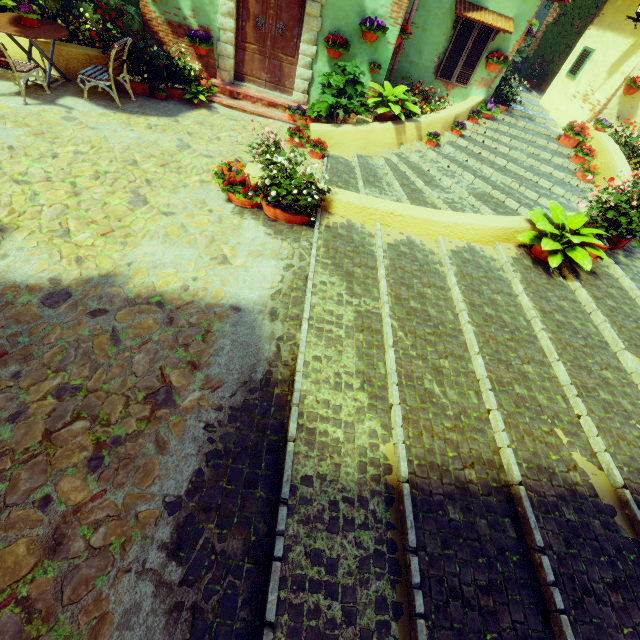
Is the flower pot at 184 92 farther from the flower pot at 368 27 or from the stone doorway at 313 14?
the flower pot at 368 27

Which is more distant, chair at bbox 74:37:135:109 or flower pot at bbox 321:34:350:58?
flower pot at bbox 321:34:350:58

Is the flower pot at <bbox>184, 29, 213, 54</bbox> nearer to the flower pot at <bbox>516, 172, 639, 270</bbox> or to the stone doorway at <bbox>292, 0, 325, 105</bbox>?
the stone doorway at <bbox>292, 0, 325, 105</bbox>

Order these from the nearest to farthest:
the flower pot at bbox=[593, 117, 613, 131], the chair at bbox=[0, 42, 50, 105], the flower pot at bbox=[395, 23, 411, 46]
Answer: the chair at bbox=[0, 42, 50, 105] < the flower pot at bbox=[395, 23, 411, 46] < the flower pot at bbox=[593, 117, 613, 131]

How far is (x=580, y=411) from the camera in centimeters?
332cm

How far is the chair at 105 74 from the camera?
5.9m

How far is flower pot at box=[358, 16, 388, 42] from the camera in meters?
6.6 m

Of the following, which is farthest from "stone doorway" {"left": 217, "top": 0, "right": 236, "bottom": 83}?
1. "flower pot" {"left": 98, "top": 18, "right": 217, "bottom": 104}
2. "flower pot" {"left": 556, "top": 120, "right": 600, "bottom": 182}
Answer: "flower pot" {"left": 556, "top": 120, "right": 600, "bottom": 182}
